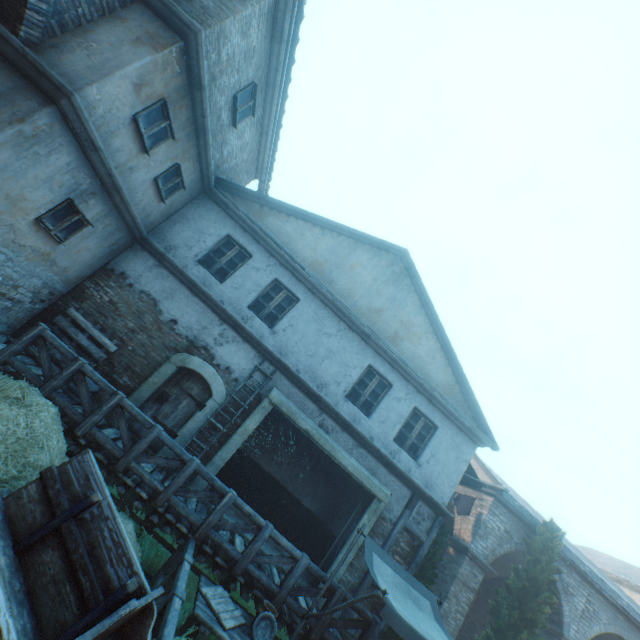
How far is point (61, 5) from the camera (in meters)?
4.93

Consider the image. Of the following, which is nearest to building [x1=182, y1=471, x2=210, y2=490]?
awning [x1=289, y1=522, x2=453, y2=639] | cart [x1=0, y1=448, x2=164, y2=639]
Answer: awning [x1=289, y1=522, x2=453, y2=639]

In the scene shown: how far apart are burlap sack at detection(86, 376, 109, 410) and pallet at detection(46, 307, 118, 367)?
0.0m

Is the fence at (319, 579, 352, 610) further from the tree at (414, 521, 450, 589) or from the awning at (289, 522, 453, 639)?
the tree at (414, 521, 450, 589)

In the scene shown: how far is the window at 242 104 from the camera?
8.0m

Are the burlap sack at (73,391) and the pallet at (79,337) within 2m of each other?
yes

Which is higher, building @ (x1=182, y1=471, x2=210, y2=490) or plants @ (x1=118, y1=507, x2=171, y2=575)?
building @ (x1=182, y1=471, x2=210, y2=490)

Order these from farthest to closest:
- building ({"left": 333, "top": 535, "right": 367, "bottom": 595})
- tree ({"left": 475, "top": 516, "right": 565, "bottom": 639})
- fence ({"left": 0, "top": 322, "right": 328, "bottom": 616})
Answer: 1. tree ({"left": 475, "top": 516, "right": 565, "bottom": 639})
2. building ({"left": 333, "top": 535, "right": 367, "bottom": 595})
3. fence ({"left": 0, "top": 322, "right": 328, "bottom": 616})
